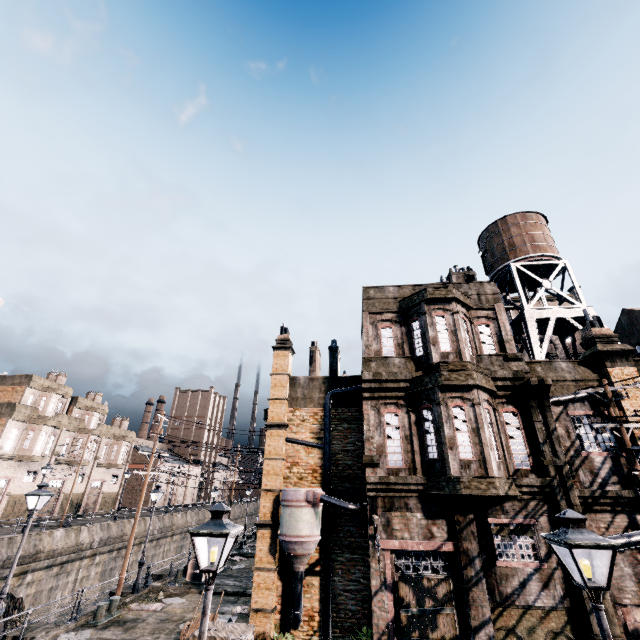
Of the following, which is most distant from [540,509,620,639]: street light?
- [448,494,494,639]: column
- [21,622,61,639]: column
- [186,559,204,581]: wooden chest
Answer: [186,559,204,581]: wooden chest

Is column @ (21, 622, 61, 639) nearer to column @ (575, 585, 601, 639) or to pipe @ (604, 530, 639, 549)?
column @ (575, 585, 601, 639)

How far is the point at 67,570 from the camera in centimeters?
3158cm

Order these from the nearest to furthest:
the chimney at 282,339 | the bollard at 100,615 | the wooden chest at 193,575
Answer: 1. the bollard at 100,615
2. the chimney at 282,339
3. the wooden chest at 193,575

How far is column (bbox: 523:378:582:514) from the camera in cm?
1231

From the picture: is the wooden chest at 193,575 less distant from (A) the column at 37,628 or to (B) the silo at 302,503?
(A) the column at 37,628

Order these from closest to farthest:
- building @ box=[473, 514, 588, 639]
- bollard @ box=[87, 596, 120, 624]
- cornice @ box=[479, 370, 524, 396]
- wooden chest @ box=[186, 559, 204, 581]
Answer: building @ box=[473, 514, 588, 639] < cornice @ box=[479, 370, 524, 396] < bollard @ box=[87, 596, 120, 624] < wooden chest @ box=[186, 559, 204, 581]

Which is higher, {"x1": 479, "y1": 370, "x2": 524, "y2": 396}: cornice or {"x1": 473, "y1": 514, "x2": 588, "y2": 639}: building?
{"x1": 479, "y1": 370, "x2": 524, "y2": 396}: cornice
